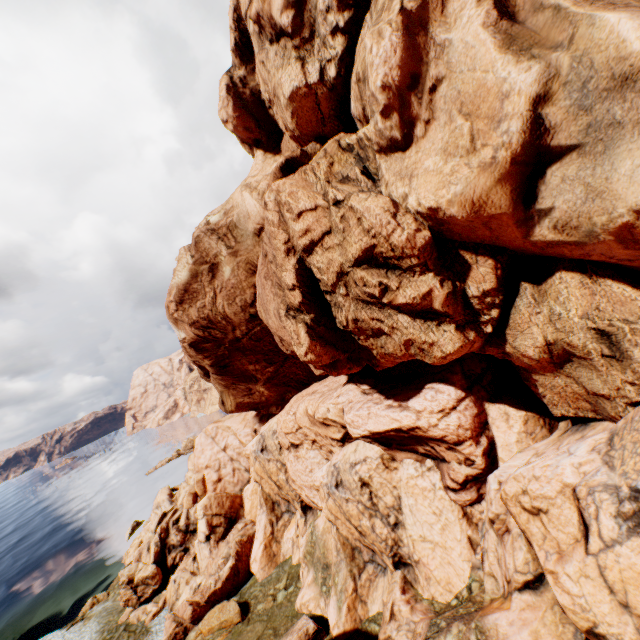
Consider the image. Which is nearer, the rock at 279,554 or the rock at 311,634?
the rock at 279,554

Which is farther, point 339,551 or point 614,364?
→ point 339,551

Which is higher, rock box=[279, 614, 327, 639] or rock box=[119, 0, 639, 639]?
rock box=[119, 0, 639, 639]

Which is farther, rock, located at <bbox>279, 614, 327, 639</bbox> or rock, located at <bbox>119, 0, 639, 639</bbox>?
rock, located at <bbox>279, 614, 327, 639</bbox>

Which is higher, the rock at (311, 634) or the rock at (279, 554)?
the rock at (279, 554)
